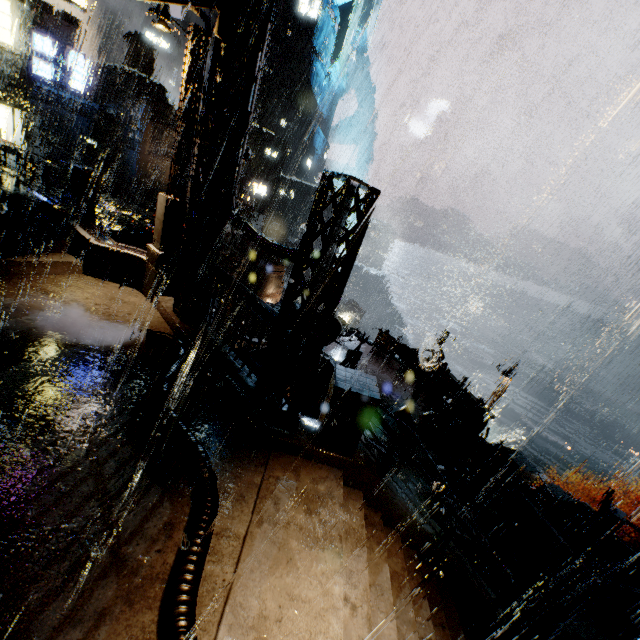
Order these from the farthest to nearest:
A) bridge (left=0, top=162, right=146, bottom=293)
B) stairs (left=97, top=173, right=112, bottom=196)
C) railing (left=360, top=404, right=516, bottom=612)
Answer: stairs (left=97, top=173, right=112, bottom=196) < bridge (left=0, top=162, right=146, bottom=293) < railing (left=360, top=404, right=516, bottom=612)

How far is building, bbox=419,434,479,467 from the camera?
12.9m

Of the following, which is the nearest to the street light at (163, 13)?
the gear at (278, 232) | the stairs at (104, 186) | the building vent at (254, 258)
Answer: the building vent at (254, 258)

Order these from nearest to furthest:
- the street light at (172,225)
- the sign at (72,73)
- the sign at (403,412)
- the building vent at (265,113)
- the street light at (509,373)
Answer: the street light at (172,225) < the sign at (403,412) < the street light at (509,373) < the sign at (72,73) < the building vent at (265,113)

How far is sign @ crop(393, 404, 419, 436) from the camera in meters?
12.6

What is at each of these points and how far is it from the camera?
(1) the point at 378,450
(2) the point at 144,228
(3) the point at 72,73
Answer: (1) building, 12.4m
(2) building, 15.7m
(3) sign, 25.9m

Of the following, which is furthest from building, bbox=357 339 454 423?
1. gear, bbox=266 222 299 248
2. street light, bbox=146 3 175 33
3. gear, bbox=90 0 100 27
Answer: gear, bbox=266 222 299 248

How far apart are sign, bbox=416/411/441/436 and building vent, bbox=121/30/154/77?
52.7m
